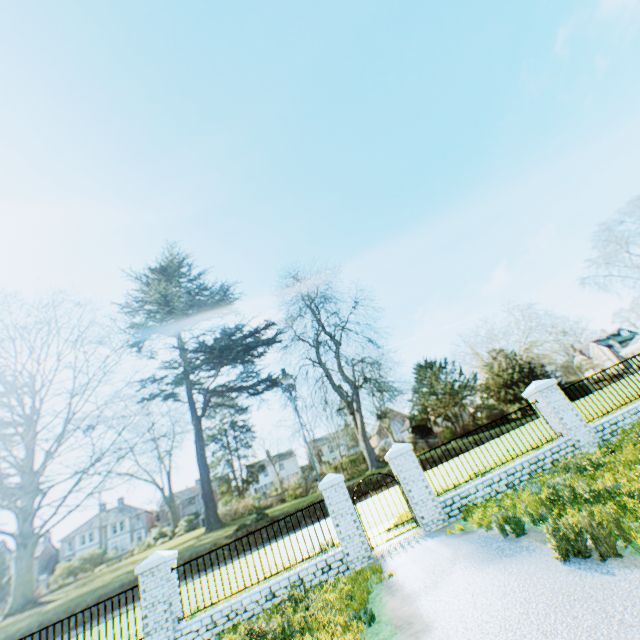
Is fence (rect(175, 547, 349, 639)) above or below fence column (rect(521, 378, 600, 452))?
below

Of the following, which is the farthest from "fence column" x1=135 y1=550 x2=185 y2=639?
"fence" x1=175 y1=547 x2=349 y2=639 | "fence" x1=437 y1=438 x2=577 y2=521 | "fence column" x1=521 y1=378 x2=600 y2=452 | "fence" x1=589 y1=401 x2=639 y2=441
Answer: "fence" x1=589 y1=401 x2=639 y2=441

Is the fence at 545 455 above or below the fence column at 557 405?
below

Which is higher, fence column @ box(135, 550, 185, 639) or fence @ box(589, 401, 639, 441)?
fence column @ box(135, 550, 185, 639)

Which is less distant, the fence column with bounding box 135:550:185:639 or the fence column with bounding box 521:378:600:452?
the fence column with bounding box 135:550:185:639

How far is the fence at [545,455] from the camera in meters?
9.6 m

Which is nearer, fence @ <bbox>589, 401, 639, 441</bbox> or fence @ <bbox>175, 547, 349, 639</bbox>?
fence @ <bbox>175, 547, 349, 639</bbox>

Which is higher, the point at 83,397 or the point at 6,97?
the point at 6,97
